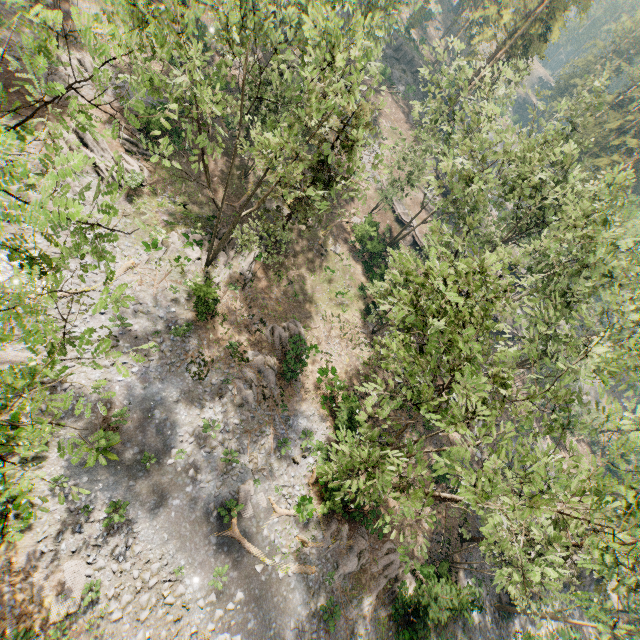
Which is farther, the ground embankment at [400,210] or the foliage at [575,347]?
the ground embankment at [400,210]

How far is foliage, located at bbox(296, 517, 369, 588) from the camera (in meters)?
20.28

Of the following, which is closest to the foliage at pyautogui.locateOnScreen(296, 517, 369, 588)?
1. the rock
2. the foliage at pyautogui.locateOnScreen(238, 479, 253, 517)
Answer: the rock

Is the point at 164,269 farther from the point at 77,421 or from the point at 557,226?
the point at 557,226

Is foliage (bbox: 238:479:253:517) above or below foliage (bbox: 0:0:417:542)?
above

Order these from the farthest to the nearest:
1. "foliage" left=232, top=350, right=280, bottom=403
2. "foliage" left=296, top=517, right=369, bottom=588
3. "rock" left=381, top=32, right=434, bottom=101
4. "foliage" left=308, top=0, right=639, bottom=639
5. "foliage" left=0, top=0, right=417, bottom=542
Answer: "rock" left=381, top=32, right=434, bottom=101 < "foliage" left=232, top=350, right=280, bottom=403 < "foliage" left=296, top=517, right=369, bottom=588 < "foliage" left=308, top=0, right=639, bottom=639 < "foliage" left=0, top=0, right=417, bottom=542

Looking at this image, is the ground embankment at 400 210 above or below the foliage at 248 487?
above
